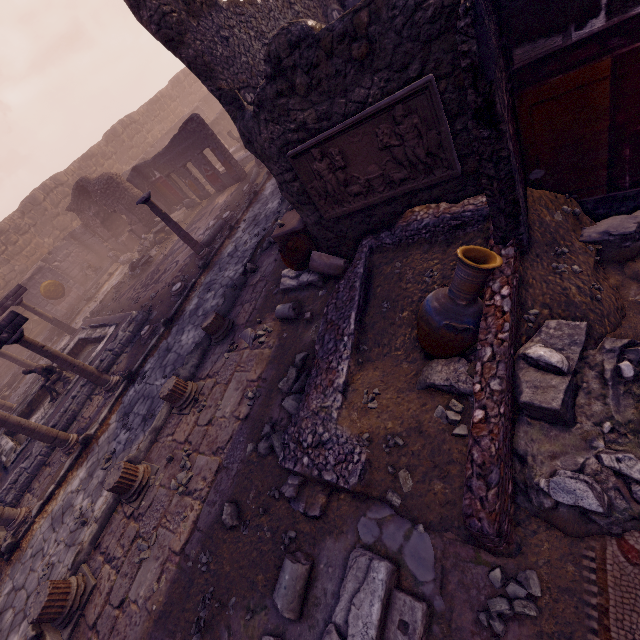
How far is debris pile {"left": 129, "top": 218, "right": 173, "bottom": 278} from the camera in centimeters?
1425cm

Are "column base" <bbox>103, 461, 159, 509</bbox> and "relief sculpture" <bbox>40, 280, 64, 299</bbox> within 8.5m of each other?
no

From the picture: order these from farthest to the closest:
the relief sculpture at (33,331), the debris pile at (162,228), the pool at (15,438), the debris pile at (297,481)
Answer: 1. the relief sculpture at (33,331)
2. the debris pile at (162,228)
3. the pool at (15,438)
4. the debris pile at (297,481)

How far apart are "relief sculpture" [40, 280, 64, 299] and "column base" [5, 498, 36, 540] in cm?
1283

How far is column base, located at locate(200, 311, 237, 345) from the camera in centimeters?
672cm

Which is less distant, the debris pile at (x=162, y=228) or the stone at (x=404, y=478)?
the stone at (x=404, y=478)

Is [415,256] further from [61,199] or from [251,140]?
[61,199]

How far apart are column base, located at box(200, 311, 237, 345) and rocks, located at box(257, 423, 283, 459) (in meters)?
2.64
